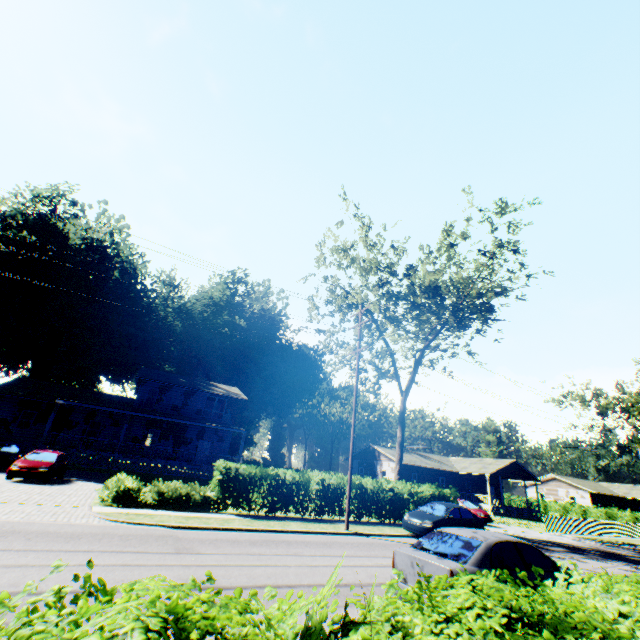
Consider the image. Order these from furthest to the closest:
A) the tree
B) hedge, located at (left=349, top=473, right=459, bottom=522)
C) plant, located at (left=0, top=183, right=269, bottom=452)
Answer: plant, located at (left=0, top=183, right=269, bottom=452)
the tree
hedge, located at (left=349, top=473, right=459, bottom=522)

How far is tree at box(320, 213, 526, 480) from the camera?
21.5m

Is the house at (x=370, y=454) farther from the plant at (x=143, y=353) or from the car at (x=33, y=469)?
the plant at (x=143, y=353)

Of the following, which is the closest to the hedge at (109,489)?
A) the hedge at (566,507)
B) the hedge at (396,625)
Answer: the hedge at (396,625)

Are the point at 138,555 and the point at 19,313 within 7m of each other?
no

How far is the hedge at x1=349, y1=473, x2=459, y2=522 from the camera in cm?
1906

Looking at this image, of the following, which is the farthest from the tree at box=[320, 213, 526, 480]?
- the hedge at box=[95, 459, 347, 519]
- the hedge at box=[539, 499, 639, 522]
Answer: the hedge at box=[539, 499, 639, 522]

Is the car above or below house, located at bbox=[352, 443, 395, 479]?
below
